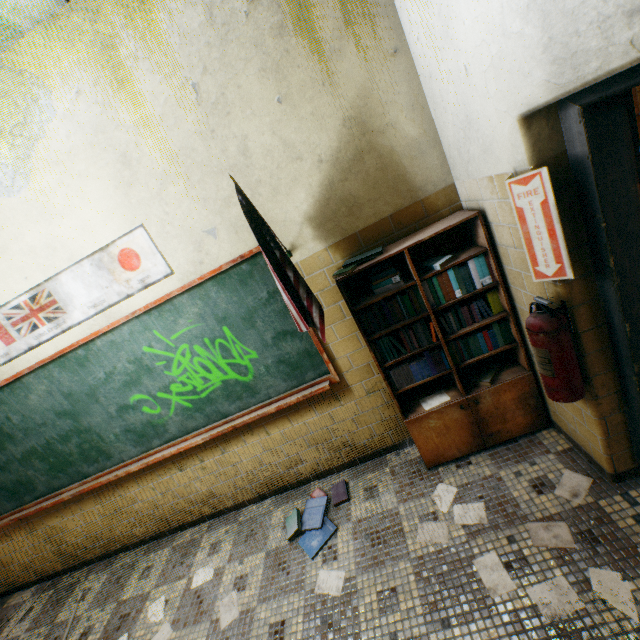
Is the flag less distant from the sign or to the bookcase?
the bookcase

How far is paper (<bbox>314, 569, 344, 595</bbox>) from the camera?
2.2m

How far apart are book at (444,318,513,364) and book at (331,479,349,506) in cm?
116

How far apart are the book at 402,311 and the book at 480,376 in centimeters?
28cm

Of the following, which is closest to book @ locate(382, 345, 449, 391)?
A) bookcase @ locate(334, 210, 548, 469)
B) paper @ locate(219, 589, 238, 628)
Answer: bookcase @ locate(334, 210, 548, 469)

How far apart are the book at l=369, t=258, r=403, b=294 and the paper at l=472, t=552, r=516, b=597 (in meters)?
1.15

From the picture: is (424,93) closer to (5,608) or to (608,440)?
(608,440)

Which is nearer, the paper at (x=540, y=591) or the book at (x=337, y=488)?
the paper at (x=540, y=591)
